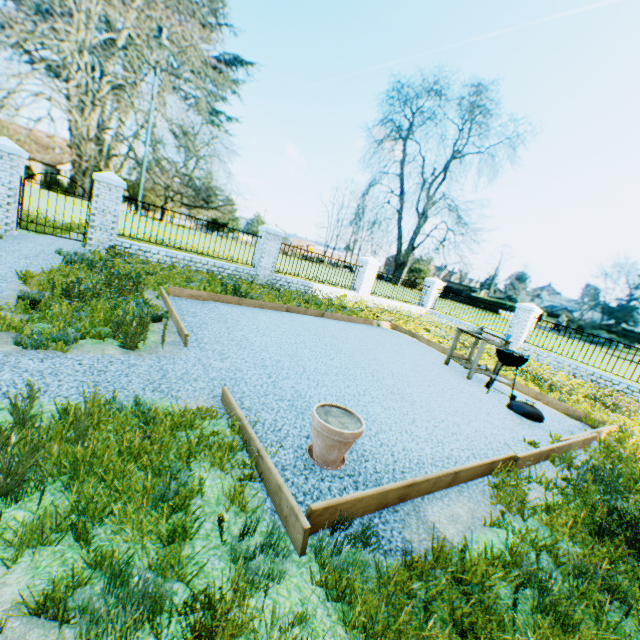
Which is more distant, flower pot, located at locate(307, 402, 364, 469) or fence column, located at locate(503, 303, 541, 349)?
fence column, located at locate(503, 303, 541, 349)

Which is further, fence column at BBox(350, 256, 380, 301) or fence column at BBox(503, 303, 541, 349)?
fence column at BBox(350, 256, 380, 301)

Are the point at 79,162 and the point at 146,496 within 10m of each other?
no

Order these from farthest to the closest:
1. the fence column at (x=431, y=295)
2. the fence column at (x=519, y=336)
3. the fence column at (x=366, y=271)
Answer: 1. the fence column at (x=431, y=295)
2. the fence column at (x=366, y=271)
3. the fence column at (x=519, y=336)

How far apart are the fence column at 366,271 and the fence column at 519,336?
6.7 meters

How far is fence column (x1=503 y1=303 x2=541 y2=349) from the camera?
14.9 meters

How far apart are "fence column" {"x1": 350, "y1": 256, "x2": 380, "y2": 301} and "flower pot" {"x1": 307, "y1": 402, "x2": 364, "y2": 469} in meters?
13.4 m

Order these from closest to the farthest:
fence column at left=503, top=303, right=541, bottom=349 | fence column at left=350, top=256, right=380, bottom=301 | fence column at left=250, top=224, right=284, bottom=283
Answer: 1. fence column at left=250, top=224, right=284, bottom=283
2. fence column at left=503, top=303, right=541, bottom=349
3. fence column at left=350, top=256, right=380, bottom=301
